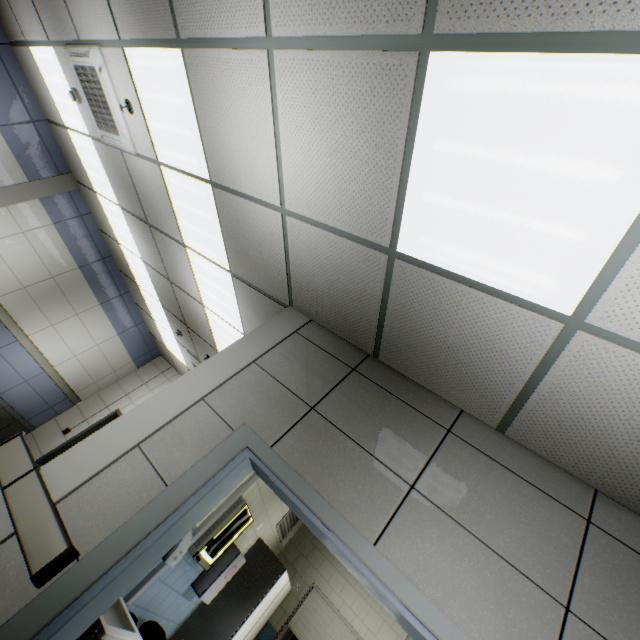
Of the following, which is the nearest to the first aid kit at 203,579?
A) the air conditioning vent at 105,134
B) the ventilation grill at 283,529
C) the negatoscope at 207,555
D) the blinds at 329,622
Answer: the negatoscope at 207,555

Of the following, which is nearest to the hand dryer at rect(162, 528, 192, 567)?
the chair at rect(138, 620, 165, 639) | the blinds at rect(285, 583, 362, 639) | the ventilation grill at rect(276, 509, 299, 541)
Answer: the chair at rect(138, 620, 165, 639)

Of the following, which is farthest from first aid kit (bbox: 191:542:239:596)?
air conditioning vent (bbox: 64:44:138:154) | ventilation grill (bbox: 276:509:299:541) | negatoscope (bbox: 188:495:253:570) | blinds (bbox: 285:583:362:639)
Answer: air conditioning vent (bbox: 64:44:138:154)

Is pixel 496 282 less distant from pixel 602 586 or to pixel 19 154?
pixel 602 586

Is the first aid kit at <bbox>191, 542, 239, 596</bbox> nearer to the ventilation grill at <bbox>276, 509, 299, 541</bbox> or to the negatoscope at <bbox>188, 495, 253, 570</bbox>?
the negatoscope at <bbox>188, 495, 253, 570</bbox>

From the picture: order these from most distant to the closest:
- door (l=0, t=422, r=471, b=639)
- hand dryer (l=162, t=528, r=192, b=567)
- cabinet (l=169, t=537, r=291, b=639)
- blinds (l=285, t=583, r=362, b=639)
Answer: blinds (l=285, t=583, r=362, b=639), cabinet (l=169, t=537, r=291, b=639), hand dryer (l=162, t=528, r=192, b=567), door (l=0, t=422, r=471, b=639)

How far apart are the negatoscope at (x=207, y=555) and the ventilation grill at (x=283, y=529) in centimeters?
128cm

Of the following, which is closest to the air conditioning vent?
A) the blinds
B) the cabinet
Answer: the cabinet
